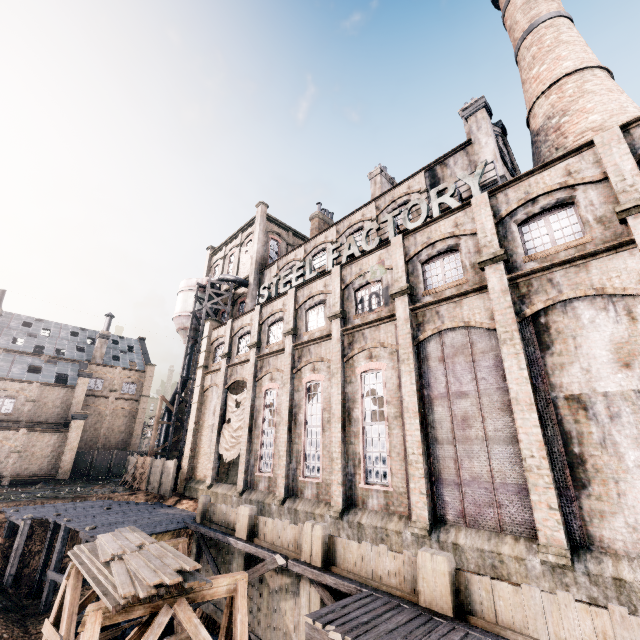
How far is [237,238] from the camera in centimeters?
4581cm

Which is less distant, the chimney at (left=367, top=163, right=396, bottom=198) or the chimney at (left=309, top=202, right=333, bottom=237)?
the chimney at (left=367, top=163, right=396, bottom=198)

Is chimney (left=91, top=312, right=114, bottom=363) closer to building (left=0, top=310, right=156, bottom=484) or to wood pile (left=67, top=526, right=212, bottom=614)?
building (left=0, top=310, right=156, bottom=484)

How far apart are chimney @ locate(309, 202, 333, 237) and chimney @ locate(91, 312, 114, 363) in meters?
35.1 m

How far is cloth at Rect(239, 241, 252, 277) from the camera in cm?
4061

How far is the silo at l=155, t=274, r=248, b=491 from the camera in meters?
32.4

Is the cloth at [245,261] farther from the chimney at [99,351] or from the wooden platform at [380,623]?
the wooden platform at [380,623]

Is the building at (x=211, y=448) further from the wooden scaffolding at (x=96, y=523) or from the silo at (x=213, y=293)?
the wooden scaffolding at (x=96, y=523)
